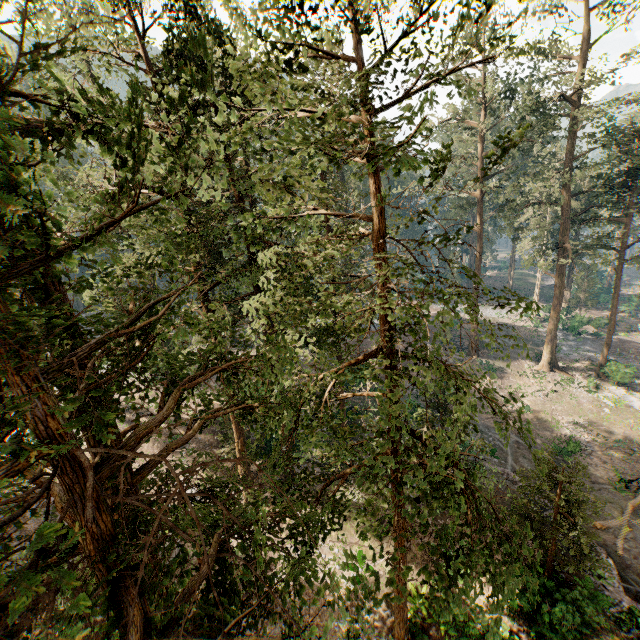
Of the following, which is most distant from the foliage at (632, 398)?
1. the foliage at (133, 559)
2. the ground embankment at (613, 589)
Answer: the ground embankment at (613, 589)

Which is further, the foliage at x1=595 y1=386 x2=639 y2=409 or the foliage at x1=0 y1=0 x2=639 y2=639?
the foliage at x1=595 y1=386 x2=639 y2=409

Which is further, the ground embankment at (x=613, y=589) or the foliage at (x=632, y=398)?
the foliage at (x=632, y=398)

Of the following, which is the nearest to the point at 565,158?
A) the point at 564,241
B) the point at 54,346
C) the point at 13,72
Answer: the point at 564,241

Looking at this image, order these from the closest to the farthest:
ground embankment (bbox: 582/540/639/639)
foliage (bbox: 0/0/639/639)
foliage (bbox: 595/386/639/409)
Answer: foliage (bbox: 0/0/639/639) → ground embankment (bbox: 582/540/639/639) → foliage (bbox: 595/386/639/409)

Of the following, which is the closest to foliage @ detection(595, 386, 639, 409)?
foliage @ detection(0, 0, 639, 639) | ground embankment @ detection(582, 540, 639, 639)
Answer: foliage @ detection(0, 0, 639, 639)
